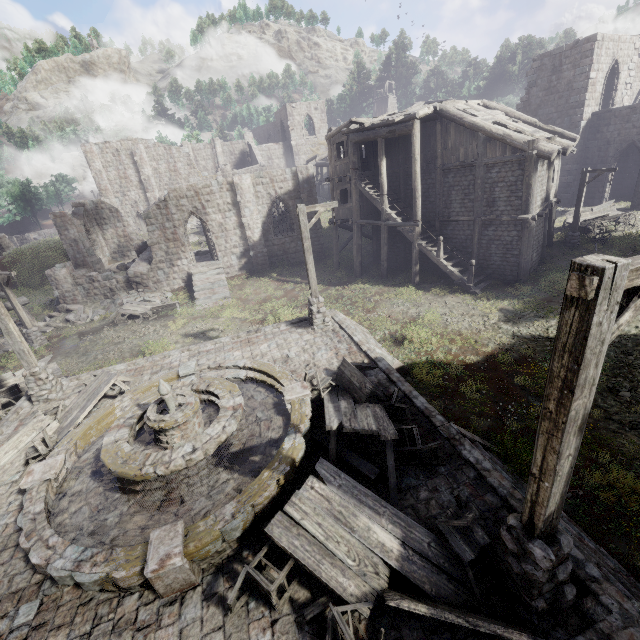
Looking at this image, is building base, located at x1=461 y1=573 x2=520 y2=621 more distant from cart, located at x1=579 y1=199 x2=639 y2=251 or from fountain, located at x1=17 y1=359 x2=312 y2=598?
cart, located at x1=579 y1=199 x2=639 y2=251

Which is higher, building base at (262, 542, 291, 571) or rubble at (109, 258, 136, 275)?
rubble at (109, 258, 136, 275)

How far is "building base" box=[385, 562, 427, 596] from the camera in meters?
4.8 m

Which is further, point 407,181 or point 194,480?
point 407,181

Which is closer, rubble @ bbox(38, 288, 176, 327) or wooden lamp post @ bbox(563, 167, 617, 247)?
wooden lamp post @ bbox(563, 167, 617, 247)

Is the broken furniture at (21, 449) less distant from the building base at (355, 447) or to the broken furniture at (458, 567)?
the building base at (355, 447)

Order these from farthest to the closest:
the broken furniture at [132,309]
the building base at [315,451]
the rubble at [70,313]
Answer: the rubble at [70,313], the broken furniture at [132,309], the building base at [315,451]
